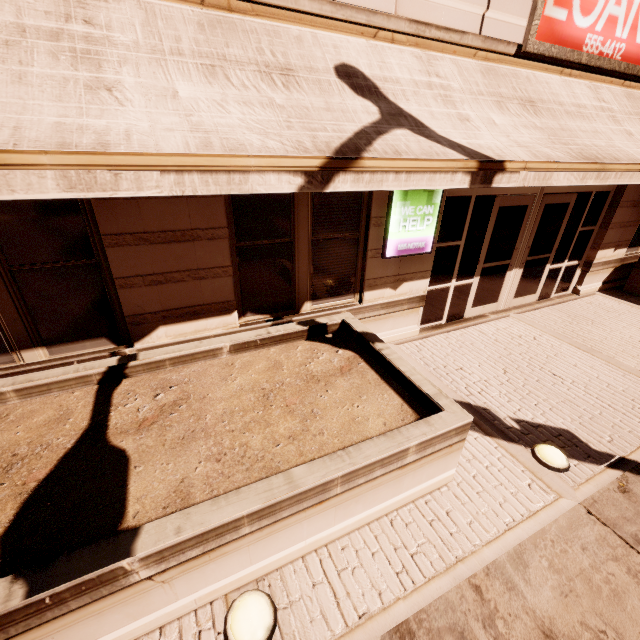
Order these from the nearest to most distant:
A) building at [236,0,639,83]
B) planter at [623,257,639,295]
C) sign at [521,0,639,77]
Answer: building at [236,0,639,83]
sign at [521,0,639,77]
planter at [623,257,639,295]

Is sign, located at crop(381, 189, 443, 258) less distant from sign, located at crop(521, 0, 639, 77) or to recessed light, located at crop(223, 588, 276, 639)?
sign, located at crop(521, 0, 639, 77)

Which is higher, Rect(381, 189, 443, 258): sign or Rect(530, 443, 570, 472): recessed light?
Rect(381, 189, 443, 258): sign

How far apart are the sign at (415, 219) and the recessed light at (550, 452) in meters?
3.2 m

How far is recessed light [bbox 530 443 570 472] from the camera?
3.8 meters

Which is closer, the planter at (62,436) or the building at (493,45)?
the planter at (62,436)

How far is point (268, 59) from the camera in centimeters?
295cm

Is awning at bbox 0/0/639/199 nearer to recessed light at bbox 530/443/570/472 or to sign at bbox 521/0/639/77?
sign at bbox 521/0/639/77
